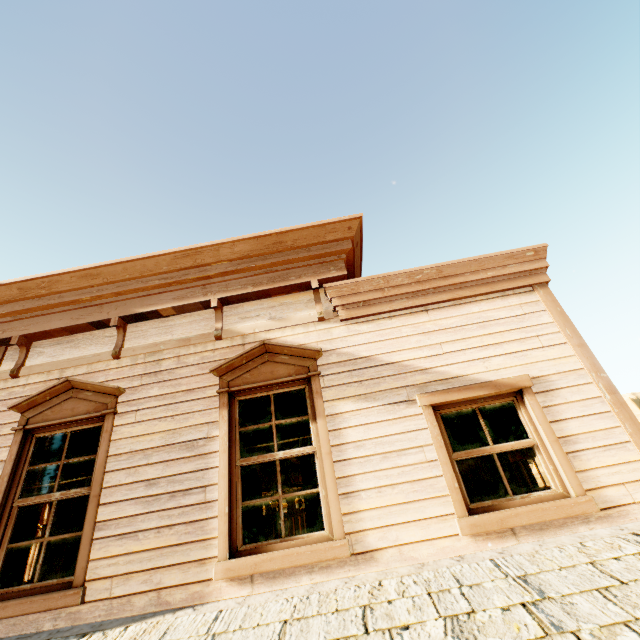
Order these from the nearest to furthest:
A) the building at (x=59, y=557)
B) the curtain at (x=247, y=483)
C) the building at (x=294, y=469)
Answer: the curtain at (x=247, y=483) < the building at (x=59, y=557) < the building at (x=294, y=469)

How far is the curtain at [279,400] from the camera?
3.9 meters

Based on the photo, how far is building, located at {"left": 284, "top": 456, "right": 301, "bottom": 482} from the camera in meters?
11.9 m

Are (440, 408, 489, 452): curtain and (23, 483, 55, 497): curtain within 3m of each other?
no

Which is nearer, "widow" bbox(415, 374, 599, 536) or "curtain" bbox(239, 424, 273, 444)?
"widow" bbox(415, 374, 599, 536)

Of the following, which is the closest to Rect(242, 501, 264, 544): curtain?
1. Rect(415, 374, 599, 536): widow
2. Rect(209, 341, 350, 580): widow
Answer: Rect(209, 341, 350, 580): widow

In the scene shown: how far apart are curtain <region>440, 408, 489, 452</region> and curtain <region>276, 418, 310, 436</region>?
1.3 meters

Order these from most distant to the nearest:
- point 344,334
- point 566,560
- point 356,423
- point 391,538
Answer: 1. point 344,334
2. point 356,423
3. point 391,538
4. point 566,560
